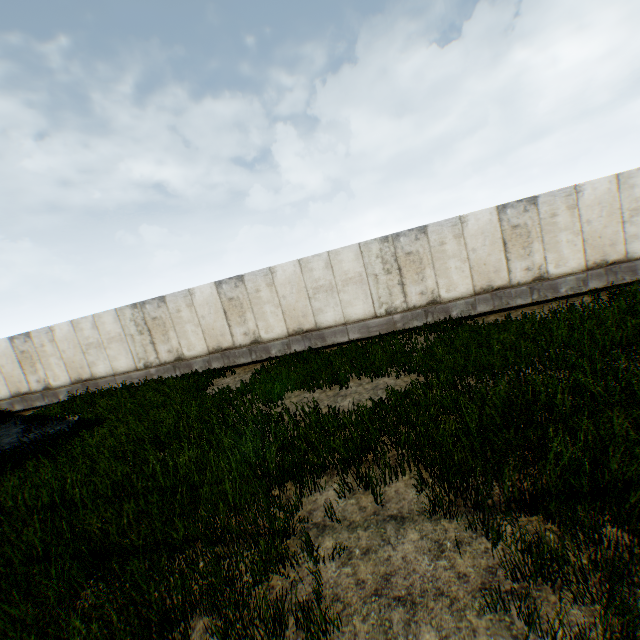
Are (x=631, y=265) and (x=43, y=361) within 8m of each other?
no
